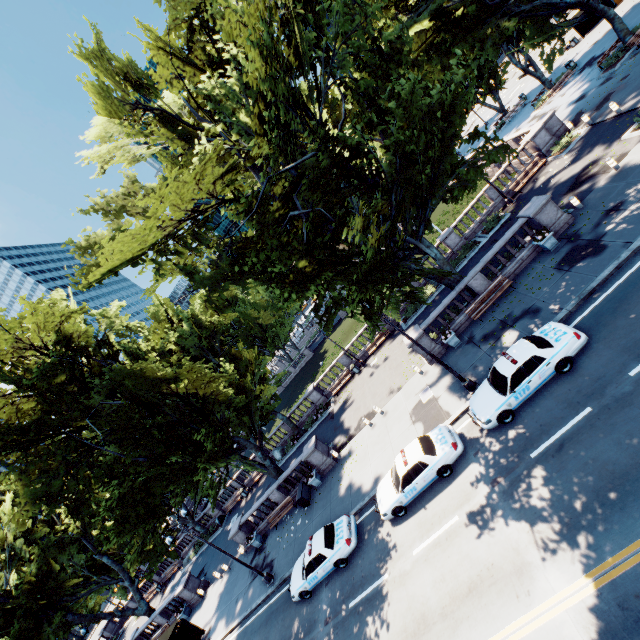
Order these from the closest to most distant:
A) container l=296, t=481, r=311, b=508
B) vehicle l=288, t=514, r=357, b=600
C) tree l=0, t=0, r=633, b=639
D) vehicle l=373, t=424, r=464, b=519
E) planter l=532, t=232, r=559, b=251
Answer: tree l=0, t=0, r=633, b=639 < vehicle l=373, t=424, r=464, b=519 < vehicle l=288, t=514, r=357, b=600 < planter l=532, t=232, r=559, b=251 < container l=296, t=481, r=311, b=508

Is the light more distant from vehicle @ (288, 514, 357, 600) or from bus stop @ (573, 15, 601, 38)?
bus stop @ (573, 15, 601, 38)

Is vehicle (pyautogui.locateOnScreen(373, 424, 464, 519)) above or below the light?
above

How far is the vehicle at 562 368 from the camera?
12.26m

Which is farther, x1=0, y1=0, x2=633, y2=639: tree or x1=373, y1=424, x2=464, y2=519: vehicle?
x1=373, y1=424, x2=464, y2=519: vehicle

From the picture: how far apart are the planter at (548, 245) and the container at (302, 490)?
21.9m

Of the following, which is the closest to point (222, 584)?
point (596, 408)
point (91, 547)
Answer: point (91, 547)

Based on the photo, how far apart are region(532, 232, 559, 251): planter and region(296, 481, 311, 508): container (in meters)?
21.88
